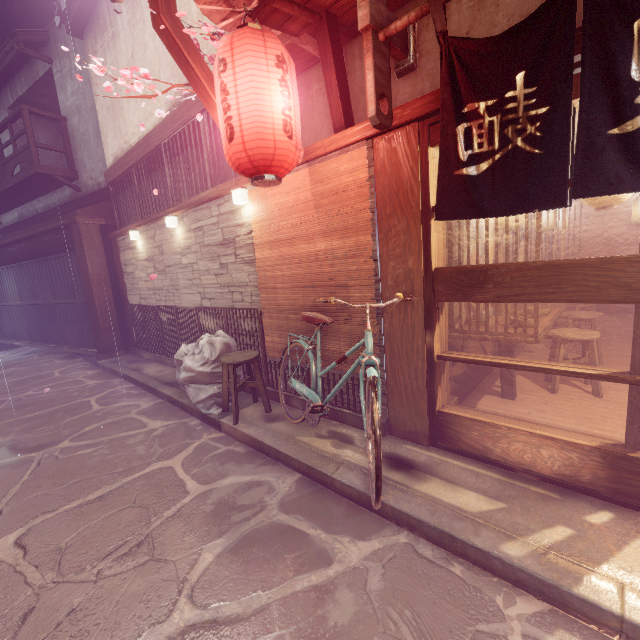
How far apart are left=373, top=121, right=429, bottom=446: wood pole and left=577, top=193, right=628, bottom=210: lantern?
2.3m

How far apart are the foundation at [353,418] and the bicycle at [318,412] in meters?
0.3 m

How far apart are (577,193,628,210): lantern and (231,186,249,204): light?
6.2m

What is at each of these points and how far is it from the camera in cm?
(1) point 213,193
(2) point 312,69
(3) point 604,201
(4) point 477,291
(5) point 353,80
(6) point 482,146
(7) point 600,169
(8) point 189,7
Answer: (1) wood bar, 820
(2) house, 625
(3) lantern, 457
(4) door, 468
(5) house, 573
(6) flag, 383
(7) flag, 318
(8) house, 819

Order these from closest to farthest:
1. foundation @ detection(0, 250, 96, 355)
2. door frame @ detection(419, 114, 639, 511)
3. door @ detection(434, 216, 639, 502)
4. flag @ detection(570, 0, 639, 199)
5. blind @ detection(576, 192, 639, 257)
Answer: flag @ detection(570, 0, 639, 199), door @ detection(434, 216, 639, 502), door frame @ detection(419, 114, 639, 511), blind @ detection(576, 192, 639, 257), foundation @ detection(0, 250, 96, 355)

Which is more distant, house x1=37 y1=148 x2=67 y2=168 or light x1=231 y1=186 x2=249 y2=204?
house x1=37 y1=148 x2=67 y2=168

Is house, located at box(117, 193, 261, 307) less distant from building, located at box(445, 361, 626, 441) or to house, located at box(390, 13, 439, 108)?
house, located at box(390, 13, 439, 108)

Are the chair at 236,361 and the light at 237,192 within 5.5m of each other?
yes
